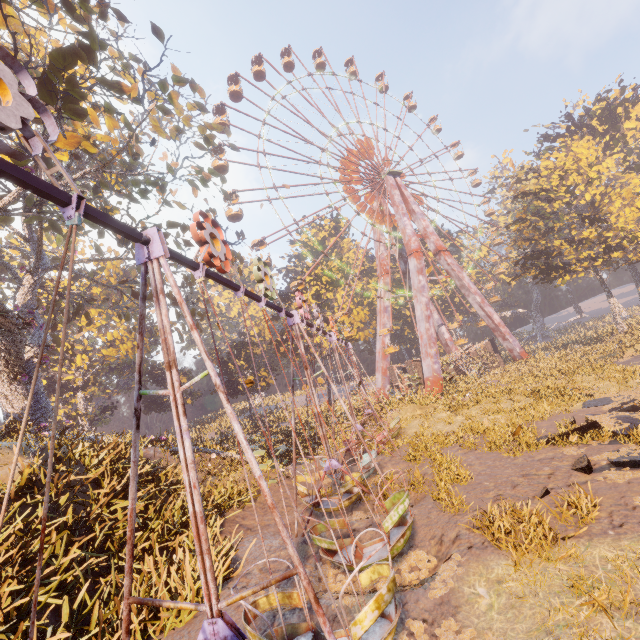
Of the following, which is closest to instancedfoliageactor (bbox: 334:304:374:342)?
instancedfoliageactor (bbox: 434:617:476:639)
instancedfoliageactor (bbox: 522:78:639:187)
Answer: Answer: instancedfoliageactor (bbox: 434:617:476:639)

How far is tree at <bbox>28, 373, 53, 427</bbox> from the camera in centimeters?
1582cm

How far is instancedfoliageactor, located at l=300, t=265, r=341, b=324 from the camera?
42.7m

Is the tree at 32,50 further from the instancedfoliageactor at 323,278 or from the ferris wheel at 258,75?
the instancedfoliageactor at 323,278

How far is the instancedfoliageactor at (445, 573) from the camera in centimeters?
558cm

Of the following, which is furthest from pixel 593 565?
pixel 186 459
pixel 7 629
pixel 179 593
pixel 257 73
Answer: pixel 257 73

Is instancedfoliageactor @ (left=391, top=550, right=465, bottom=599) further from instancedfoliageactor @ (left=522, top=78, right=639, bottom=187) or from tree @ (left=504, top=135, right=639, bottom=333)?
instancedfoliageactor @ (left=522, top=78, right=639, bottom=187)

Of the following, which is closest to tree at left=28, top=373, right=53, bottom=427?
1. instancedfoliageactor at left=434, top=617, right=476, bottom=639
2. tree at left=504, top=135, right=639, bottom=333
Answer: instancedfoliageactor at left=434, top=617, right=476, bottom=639
